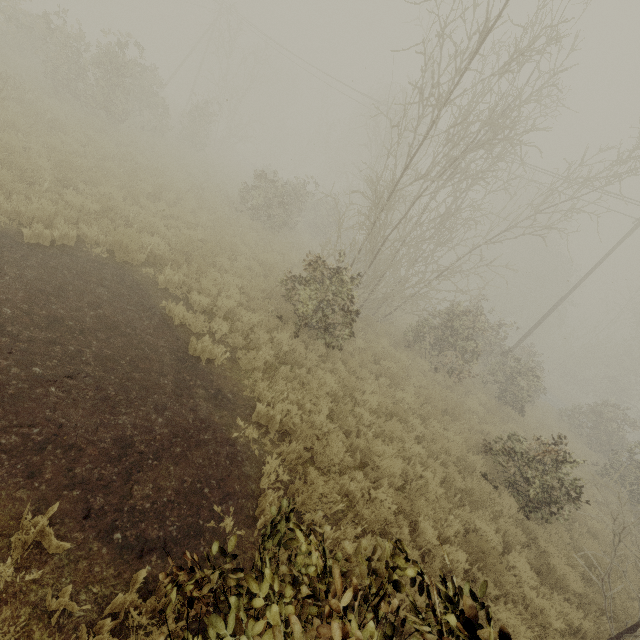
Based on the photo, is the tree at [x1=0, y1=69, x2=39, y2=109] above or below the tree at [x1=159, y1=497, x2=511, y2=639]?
below

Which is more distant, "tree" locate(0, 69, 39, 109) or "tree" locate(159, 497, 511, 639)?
"tree" locate(0, 69, 39, 109)

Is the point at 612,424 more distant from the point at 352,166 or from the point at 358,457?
the point at 352,166

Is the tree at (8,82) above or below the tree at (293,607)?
below

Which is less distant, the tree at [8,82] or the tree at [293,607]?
the tree at [293,607]
